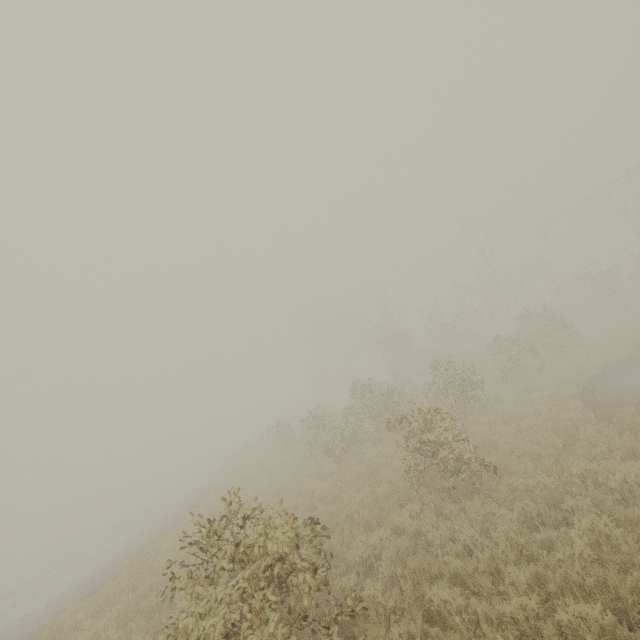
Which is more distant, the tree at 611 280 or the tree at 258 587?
the tree at 611 280

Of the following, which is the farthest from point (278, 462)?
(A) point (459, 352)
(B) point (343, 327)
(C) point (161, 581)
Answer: (B) point (343, 327)

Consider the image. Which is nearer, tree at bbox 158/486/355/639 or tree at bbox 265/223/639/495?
tree at bbox 158/486/355/639
